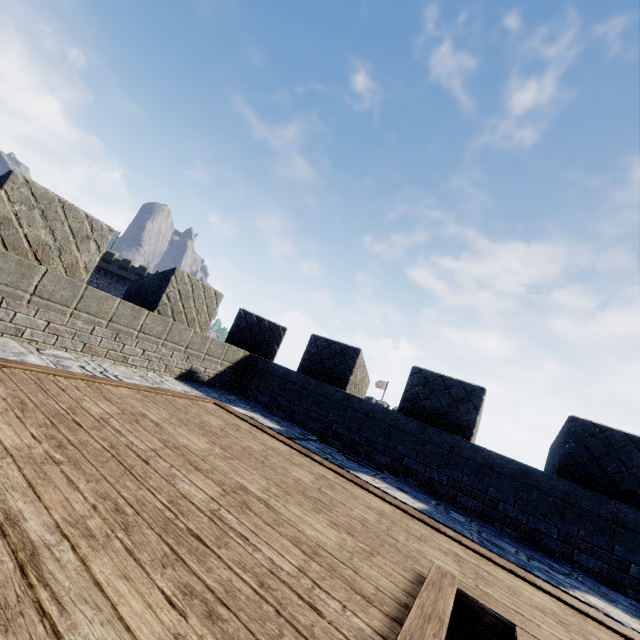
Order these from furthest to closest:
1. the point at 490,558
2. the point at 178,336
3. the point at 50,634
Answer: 1. the point at 178,336
2. the point at 490,558
3. the point at 50,634
